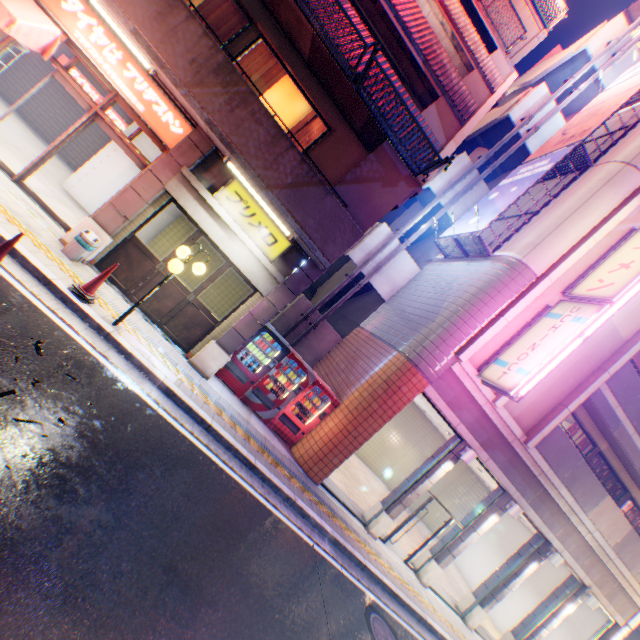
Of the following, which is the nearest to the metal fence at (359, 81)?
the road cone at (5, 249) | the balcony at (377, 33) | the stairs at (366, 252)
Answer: the balcony at (377, 33)

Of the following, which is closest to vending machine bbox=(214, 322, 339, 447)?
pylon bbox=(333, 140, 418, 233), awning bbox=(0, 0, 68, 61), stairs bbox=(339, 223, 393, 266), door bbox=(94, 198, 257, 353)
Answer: door bbox=(94, 198, 257, 353)

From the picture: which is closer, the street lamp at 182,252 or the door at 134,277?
the street lamp at 182,252

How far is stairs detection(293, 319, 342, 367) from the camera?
13.9m

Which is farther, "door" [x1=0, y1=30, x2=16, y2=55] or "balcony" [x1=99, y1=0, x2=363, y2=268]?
"door" [x1=0, y1=30, x2=16, y2=55]

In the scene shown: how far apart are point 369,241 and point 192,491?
11.2 meters

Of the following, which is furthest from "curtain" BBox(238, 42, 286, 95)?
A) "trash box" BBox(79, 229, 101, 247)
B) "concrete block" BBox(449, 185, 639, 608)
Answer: "concrete block" BBox(449, 185, 639, 608)

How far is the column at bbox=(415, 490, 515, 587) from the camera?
10.8m
